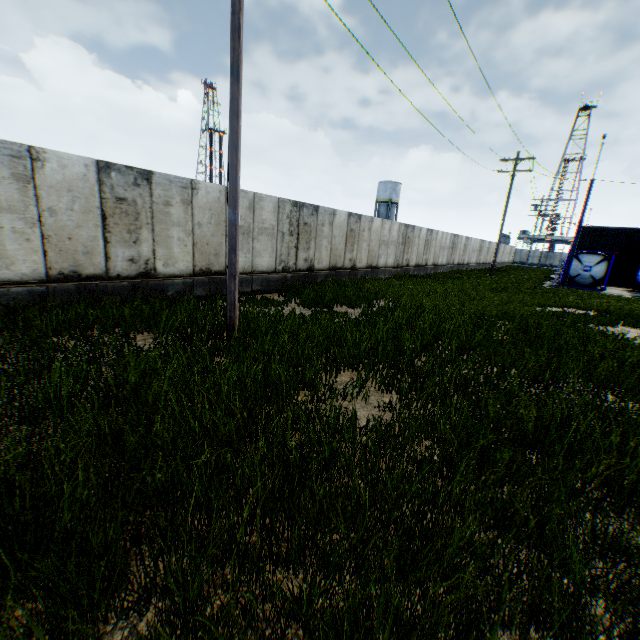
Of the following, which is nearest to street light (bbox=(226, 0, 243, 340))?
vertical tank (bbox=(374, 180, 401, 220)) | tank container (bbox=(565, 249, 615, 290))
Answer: tank container (bbox=(565, 249, 615, 290))

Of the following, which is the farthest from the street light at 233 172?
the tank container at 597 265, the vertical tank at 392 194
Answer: the vertical tank at 392 194

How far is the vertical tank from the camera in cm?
5516

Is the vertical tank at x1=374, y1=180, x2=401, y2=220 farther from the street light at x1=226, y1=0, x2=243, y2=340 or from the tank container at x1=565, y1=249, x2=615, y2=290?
the street light at x1=226, y1=0, x2=243, y2=340

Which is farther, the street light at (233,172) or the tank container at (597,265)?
the tank container at (597,265)

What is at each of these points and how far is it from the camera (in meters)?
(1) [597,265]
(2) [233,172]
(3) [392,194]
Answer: (1) tank container, 25.16
(2) street light, 5.86
(3) vertical tank, 55.38

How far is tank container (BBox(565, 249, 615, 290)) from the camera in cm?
2494
